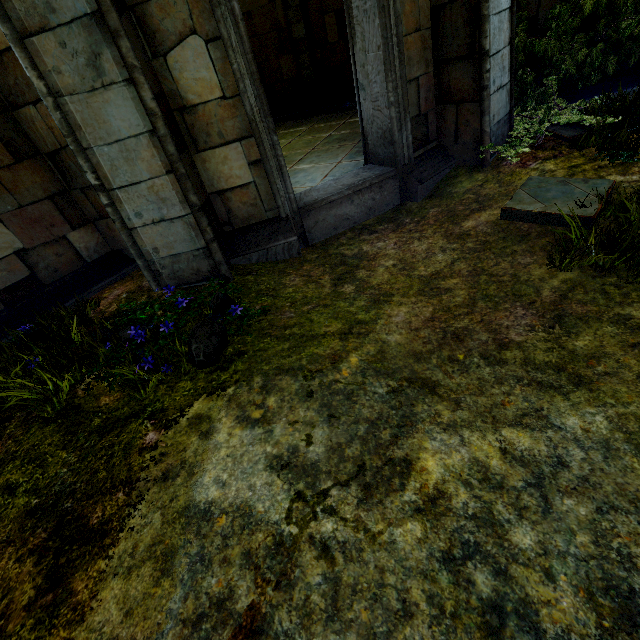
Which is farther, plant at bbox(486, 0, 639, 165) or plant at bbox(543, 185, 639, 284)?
plant at bbox(486, 0, 639, 165)

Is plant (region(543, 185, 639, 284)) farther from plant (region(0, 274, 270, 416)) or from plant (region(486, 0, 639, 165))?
Answer: plant (region(0, 274, 270, 416))

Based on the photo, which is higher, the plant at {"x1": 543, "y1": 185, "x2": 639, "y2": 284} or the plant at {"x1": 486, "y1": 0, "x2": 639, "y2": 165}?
the plant at {"x1": 486, "y1": 0, "x2": 639, "y2": 165}

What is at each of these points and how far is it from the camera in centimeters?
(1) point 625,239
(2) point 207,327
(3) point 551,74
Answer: (1) plant, 285cm
(2) plant, 275cm
(3) plant, 521cm

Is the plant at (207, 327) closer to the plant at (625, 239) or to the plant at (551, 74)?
the plant at (625, 239)

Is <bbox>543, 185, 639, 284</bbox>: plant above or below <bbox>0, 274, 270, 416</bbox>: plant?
below

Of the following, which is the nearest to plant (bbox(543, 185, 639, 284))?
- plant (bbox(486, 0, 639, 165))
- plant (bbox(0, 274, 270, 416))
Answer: plant (bbox(486, 0, 639, 165))

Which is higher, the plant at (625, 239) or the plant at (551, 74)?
the plant at (551, 74)
